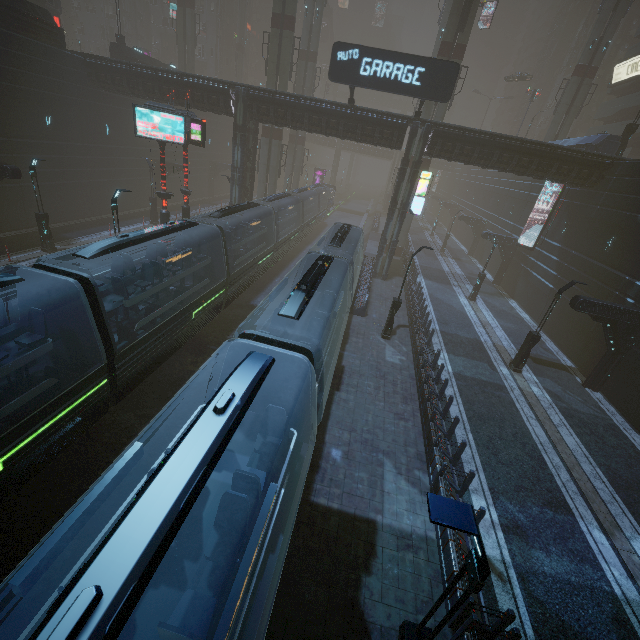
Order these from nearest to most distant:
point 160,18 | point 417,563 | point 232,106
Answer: point 417,563, point 232,106, point 160,18

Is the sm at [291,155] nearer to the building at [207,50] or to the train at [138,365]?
the building at [207,50]

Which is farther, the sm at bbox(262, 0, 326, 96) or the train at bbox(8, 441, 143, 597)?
the sm at bbox(262, 0, 326, 96)

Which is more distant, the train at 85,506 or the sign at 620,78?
the sign at 620,78

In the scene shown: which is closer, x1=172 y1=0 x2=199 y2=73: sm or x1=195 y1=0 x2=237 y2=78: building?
x1=172 y1=0 x2=199 y2=73: sm

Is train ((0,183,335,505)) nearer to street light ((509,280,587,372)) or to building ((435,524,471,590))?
building ((435,524,471,590))

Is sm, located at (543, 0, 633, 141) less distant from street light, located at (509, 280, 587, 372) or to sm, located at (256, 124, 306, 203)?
sm, located at (256, 124, 306, 203)

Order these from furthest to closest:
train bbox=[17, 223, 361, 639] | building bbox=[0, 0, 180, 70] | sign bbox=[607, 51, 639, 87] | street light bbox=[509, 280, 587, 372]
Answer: sign bbox=[607, 51, 639, 87] < building bbox=[0, 0, 180, 70] < street light bbox=[509, 280, 587, 372] < train bbox=[17, 223, 361, 639]
